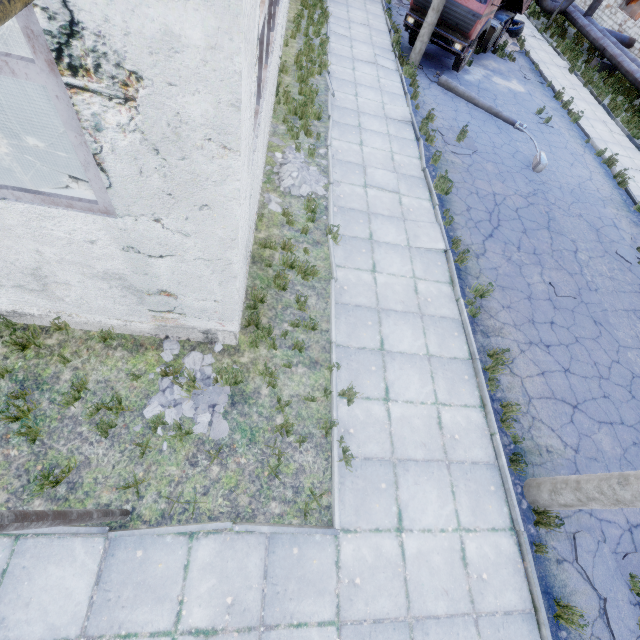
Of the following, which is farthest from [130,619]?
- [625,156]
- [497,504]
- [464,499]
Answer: [625,156]

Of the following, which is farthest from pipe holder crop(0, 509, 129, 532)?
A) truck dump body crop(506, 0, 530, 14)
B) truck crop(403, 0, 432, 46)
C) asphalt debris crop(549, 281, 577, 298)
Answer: truck dump body crop(506, 0, 530, 14)

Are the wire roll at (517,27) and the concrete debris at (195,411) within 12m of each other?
no

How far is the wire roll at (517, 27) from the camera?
18.7m

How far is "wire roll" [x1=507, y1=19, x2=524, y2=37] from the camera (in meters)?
18.72

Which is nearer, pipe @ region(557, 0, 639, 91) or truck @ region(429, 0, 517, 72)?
truck @ region(429, 0, 517, 72)

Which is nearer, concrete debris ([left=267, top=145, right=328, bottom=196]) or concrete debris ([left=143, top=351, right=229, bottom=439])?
concrete debris ([left=143, top=351, right=229, bottom=439])

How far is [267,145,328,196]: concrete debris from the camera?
8.08m
